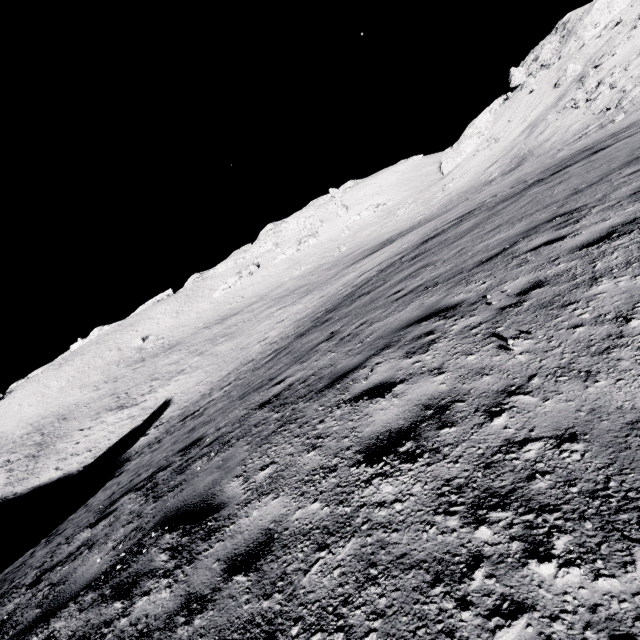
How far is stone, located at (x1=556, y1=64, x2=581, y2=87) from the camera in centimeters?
4266cm

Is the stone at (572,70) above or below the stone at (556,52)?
below

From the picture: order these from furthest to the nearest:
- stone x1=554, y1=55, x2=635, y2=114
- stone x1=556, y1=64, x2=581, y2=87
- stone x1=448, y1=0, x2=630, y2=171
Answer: stone x1=448, y1=0, x2=630, y2=171, stone x1=556, y1=64, x2=581, y2=87, stone x1=554, y1=55, x2=635, y2=114

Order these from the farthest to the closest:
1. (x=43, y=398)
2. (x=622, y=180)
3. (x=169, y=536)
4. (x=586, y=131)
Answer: (x=43, y=398) < (x=586, y=131) < (x=622, y=180) < (x=169, y=536)

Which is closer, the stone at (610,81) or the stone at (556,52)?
the stone at (610,81)

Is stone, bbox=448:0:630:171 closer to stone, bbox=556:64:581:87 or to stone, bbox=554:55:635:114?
stone, bbox=556:64:581:87
